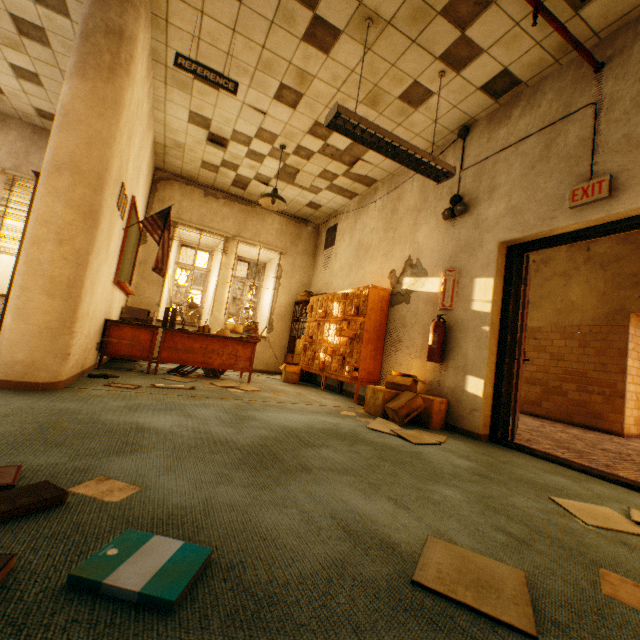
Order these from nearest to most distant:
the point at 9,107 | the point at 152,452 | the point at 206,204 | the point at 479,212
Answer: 1. the point at 152,452
2. the point at 479,212
3. the point at 9,107
4. the point at 206,204

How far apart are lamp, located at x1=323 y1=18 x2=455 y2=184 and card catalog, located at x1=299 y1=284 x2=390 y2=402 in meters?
1.8 m

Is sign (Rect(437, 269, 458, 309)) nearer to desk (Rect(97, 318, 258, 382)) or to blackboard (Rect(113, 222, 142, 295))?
desk (Rect(97, 318, 258, 382))

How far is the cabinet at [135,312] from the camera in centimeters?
593cm

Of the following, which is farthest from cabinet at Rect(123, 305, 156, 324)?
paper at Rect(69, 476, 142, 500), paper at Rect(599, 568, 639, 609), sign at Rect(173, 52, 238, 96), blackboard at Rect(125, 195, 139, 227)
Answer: paper at Rect(599, 568, 639, 609)

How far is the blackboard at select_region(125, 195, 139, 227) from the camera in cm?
458

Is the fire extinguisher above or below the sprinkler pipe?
below

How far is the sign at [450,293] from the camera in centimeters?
406cm
